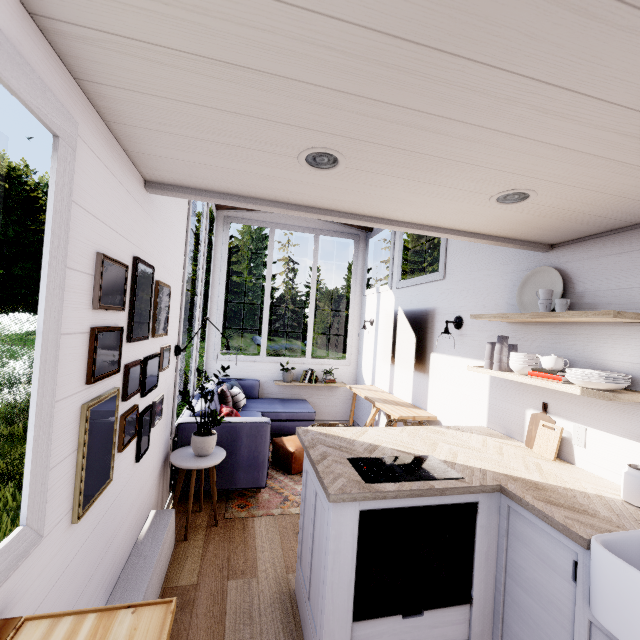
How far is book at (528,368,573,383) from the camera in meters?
2.0

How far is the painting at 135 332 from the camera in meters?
1.7 m

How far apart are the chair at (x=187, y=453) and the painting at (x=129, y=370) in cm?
86

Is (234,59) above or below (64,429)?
above

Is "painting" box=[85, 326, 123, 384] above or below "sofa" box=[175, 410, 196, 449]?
above

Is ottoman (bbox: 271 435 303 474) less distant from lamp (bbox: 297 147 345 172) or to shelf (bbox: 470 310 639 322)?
shelf (bbox: 470 310 639 322)

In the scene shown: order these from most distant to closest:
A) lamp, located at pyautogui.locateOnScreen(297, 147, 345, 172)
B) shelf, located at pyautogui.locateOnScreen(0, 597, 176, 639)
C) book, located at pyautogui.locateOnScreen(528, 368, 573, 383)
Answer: book, located at pyautogui.locateOnScreen(528, 368, 573, 383) → lamp, located at pyautogui.locateOnScreen(297, 147, 345, 172) → shelf, located at pyautogui.locateOnScreen(0, 597, 176, 639)

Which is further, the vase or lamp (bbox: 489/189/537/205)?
the vase
